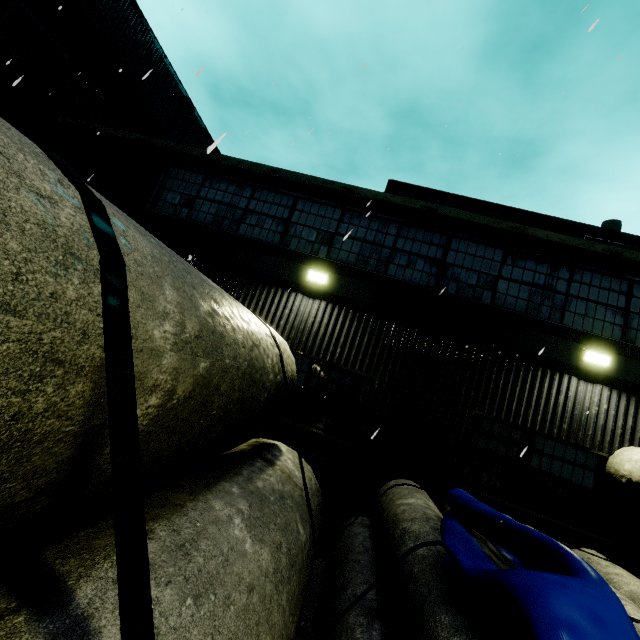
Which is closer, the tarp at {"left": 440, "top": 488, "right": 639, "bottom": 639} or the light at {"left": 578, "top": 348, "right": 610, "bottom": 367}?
the tarp at {"left": 440, "top": 488, "right": 639, "bottom": 639}

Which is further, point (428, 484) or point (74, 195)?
point (428, 484)

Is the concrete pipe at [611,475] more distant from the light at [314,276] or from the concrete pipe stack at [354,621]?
the light at [314,276]

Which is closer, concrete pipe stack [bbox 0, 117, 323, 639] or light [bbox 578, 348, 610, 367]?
concrete pipe stack [bbox 0, 117, 323, 639]

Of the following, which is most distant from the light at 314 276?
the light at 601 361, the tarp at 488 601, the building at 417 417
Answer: the light at 601 361

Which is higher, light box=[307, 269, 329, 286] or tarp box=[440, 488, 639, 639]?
light box=[307, 269, 329, 286]

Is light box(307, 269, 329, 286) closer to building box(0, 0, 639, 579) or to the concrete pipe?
building box(0, 0, 639, 579)

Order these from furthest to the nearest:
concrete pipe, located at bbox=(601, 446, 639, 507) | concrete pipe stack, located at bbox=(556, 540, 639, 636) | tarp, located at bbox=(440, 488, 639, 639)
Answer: concrete pipe, located at bbox=(601, 446, 639, 507)
concrete pipe stack, located at bbox=(556, 540, 639, 636)
tarp, located at bbox=(440, 488, 639, 639)
